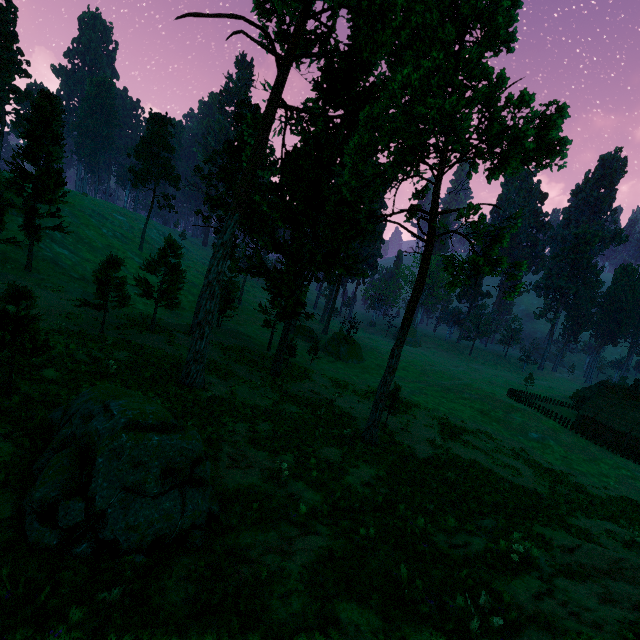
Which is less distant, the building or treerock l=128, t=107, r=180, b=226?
the building

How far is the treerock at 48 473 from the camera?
6.2 meters

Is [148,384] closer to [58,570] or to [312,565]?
[58,570]

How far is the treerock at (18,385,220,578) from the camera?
6.2 meters

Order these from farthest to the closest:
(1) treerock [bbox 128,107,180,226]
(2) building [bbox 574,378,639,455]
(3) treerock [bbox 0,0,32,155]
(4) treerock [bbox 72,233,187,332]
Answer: (1) treerock [bbox 128,107,180,226], (2) building [bbox 574,378,639,455], (3) treerock [bbox 0,0,32,155], (4) treerock [bbox 72,233,187,332]

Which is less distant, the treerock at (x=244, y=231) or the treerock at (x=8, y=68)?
the treerock at (x=244, y=231)
